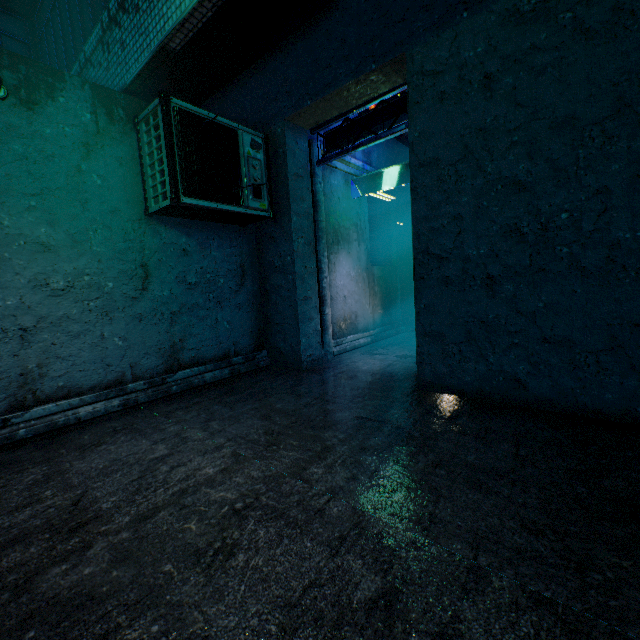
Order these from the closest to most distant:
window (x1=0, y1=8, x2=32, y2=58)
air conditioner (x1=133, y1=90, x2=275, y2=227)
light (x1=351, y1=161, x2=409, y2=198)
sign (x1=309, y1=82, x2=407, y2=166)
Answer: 1. air conditioner (x1=133, y1=90, x2=275, y2=227)
2. sign (x1=309, y1=82, x2=407, y2=166)
3. light (x1=351, y1=161, x2=409, y2=198)
4. window (x1=0, y1=8, x2=32, y2=58)

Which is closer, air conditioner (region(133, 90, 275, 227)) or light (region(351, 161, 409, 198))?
air conditioner (region(133, 90, 275, 227))

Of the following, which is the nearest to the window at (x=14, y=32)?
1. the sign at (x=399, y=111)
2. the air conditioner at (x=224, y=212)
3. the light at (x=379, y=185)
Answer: the air conditioner at (x=224, y=212)

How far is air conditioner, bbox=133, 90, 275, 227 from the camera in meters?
2.8

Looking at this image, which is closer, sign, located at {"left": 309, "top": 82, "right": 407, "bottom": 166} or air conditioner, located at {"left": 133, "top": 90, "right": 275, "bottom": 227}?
air conditioner, located at {"left": 133, "top": 90, "right": 275, "bottom": 227}

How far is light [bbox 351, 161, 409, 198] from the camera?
4.6 meters

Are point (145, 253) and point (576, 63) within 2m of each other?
no

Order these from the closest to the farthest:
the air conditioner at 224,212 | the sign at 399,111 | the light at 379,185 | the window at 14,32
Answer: the air conditioner at 224,212 → the sign at 399,111 → the light at 379,185 → the window at 14,32
